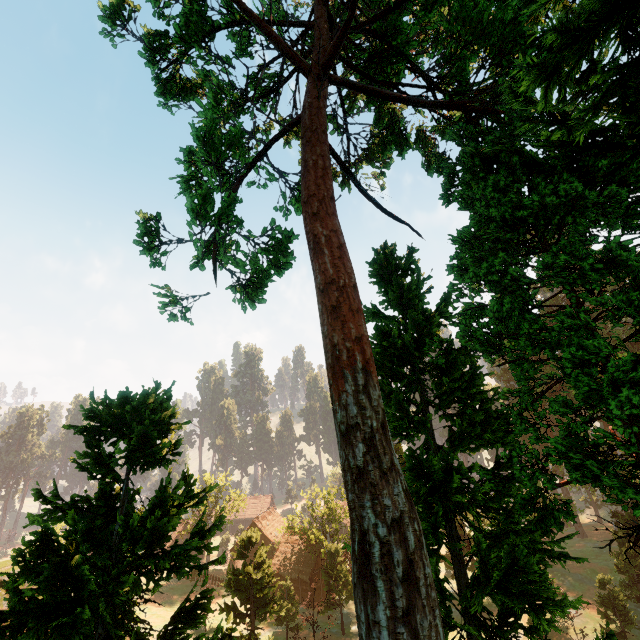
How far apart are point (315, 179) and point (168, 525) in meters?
12.2

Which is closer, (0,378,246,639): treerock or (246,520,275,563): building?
(0,378,246,639): treerock

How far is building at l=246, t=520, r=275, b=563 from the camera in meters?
58.3

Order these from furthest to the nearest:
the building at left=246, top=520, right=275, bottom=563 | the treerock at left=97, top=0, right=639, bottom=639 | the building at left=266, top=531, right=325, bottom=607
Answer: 1. the building at left=246, top=520, right=275, bottom=563
2. the building at left=266, top=531, right=325, bottom=607
3. the treerock at left=97, top=0, right=639, bottom=639

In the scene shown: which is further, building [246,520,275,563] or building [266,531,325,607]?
building [246,520,275,563]

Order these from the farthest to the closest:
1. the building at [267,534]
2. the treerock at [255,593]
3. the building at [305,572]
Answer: the building at [267,534] → the building at [305,572] → the treerock at [255,593]

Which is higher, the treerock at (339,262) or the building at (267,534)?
the treerock at (339,262)
